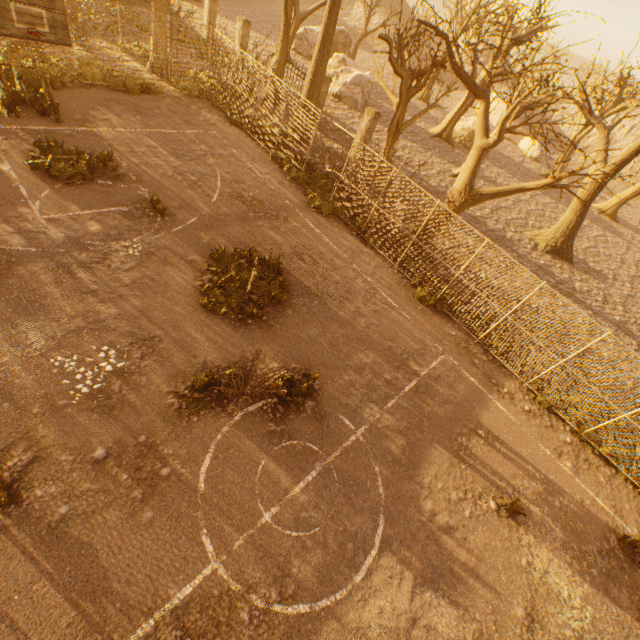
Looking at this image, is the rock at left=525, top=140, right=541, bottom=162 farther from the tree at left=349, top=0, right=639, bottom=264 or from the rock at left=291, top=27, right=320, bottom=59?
the rock at left=291, top=27, right=320, bottom=59

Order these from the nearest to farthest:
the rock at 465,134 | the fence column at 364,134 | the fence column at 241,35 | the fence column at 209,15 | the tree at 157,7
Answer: the tree at 157,7, the fence column at 364,134, the fence column at 241,35, the fence column at 209,15, the rock at 465,134

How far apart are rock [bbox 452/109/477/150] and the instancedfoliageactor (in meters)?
29.20

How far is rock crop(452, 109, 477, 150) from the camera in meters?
28.9

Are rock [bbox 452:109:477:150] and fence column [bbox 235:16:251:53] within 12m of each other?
no

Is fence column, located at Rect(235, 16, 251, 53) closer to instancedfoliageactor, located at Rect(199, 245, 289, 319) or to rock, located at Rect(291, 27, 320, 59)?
rock, located at Rect(291, 27, 320, 59)

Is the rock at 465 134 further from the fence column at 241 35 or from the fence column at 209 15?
the fence column at 209 15

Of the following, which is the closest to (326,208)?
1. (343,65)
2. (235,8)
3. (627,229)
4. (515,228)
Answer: (515,228)
